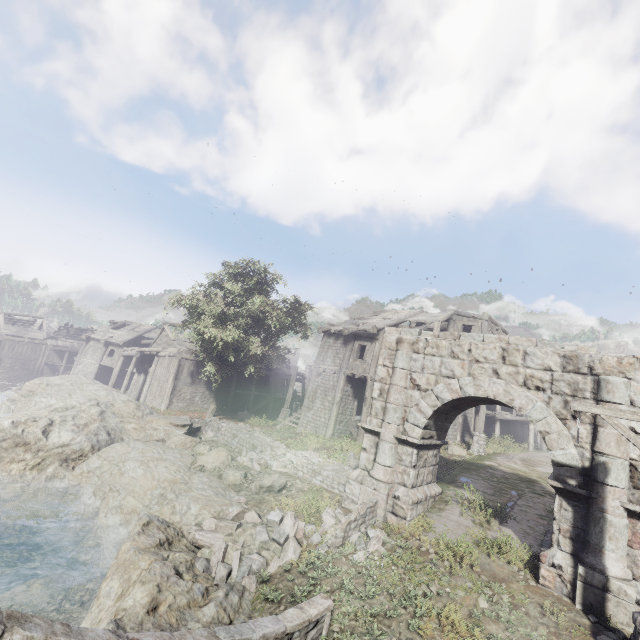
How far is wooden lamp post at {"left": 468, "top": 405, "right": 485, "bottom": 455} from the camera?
19.2m

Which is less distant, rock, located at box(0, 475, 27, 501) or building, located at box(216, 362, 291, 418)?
rock, located at box(0, 475, 27, 501)

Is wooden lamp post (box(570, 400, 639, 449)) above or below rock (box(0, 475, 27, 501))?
above

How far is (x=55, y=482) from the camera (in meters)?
12.44

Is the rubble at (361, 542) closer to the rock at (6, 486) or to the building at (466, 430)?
the rock at (6, 486)

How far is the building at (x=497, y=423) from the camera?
25.11m

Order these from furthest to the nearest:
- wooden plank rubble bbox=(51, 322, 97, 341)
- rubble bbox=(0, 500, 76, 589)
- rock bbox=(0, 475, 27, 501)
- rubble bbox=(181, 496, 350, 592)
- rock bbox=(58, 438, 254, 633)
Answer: wooden plank rubble bbox=(51, 322, 97, 341) < rock bbox=(0, 475, 27, 501) < rubble bbox=(0, 500, 76, 589) < rubble bbox=(181, 496, 350, 592) < rock bbox=(58, 438, 254, 633)

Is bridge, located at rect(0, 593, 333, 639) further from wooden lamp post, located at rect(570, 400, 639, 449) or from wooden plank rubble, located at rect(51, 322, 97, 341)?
wooden plank rubble, located at rect(51, 322, 97, 341)
